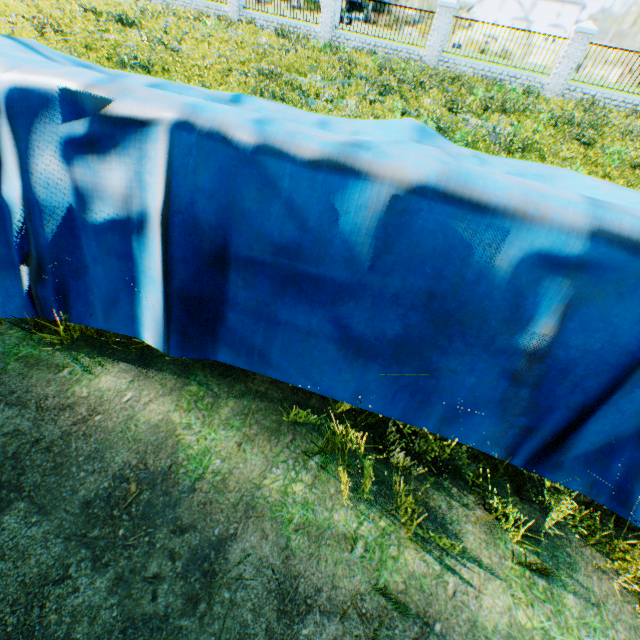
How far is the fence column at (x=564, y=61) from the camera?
12.7m

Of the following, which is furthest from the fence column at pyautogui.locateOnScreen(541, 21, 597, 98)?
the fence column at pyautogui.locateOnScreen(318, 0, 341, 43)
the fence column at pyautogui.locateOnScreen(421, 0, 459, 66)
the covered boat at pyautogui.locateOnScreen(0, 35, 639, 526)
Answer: the covered boat at pyautogui.locateOnScreen(0, 35, 639, 526)

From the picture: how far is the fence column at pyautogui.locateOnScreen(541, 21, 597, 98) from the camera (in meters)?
12.73

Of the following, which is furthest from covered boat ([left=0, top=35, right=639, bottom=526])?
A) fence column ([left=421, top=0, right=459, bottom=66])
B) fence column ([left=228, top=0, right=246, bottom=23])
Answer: fence column ([left=228, top=0, right=246, bottom=23])

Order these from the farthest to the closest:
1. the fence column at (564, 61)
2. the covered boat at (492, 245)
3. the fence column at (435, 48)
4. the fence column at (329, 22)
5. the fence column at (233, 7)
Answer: the fence column at (233, 7)
the fence column at (329, 22)
the fence column at (435, 48)
the fence column at (564, 61)
the covered boat at (492, 245)

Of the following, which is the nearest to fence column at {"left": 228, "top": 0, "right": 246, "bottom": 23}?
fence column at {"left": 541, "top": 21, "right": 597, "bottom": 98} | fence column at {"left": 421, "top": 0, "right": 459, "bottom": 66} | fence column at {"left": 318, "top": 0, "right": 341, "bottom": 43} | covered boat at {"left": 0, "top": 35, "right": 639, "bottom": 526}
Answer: fence column at {"left": 318, "top": 0, "right": 341, "bottom": 43}

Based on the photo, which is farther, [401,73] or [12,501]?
[401,73]

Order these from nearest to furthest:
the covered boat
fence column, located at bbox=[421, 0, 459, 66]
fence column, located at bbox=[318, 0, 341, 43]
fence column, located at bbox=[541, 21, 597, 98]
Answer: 1. the covered boat
2. fence column, located at bbox=[541, 21, 597, 98]
3. fence column, located at bbox=[421, 0, 459, 66]
4. fence column, located at bbox=[318, 0, 341, 43]
